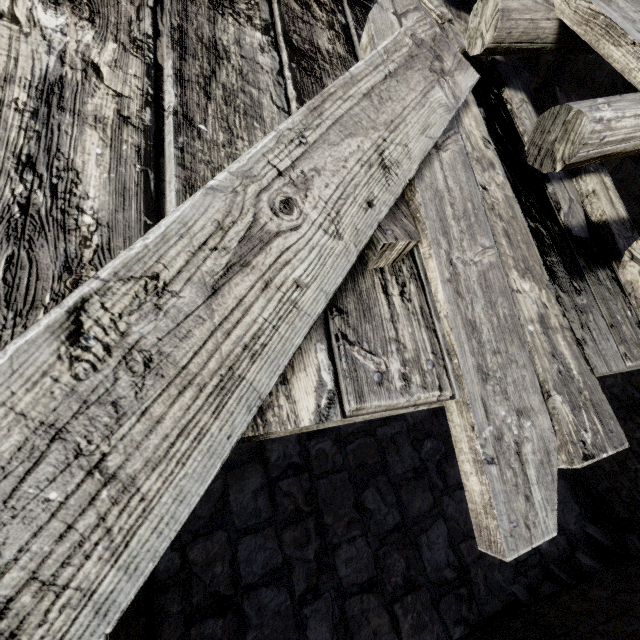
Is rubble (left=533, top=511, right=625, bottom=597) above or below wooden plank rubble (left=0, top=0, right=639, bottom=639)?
below

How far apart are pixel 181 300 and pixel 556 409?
1.9 meters

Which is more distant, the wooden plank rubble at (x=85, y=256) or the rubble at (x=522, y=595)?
the rubble at (x=522, y=595)

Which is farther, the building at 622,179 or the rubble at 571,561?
the rubble at 571,561

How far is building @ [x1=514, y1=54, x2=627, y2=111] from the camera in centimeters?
567cm

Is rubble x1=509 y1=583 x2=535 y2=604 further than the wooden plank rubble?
Yes

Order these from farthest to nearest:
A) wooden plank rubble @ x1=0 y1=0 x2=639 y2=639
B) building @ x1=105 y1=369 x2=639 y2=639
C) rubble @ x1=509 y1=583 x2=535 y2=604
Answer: rubble @ x1=509 y1=583 x2=535 y2=604
building @ x1=105 y1=369 x2=639 y2=639
wooden plank rubble @ x1=0 y1=0 x2=639 y2=639
